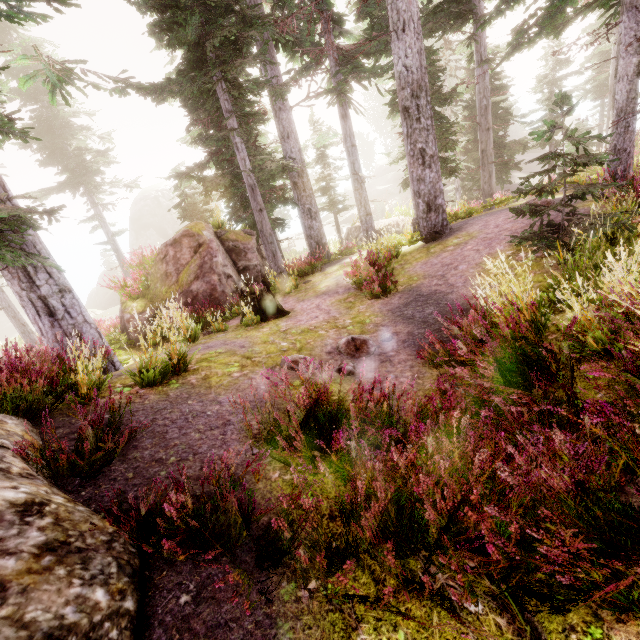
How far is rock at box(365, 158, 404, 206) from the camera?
48.8m

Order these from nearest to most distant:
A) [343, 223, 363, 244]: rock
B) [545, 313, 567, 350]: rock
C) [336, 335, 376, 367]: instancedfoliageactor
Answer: [545, 313, 567, 350]: rock
[336, 335, 376, 367]: instancedfoliageactor
[343, 223, 363, 244]: rock

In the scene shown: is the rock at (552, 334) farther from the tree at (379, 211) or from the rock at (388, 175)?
the rock at (388, 175)

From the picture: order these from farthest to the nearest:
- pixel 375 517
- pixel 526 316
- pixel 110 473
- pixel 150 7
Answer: pixel 150 7, pixel 526 316, pixel 110 473, pixel 375 517

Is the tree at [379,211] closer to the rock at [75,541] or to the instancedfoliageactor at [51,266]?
the instancedfoliageactor at [51,266]

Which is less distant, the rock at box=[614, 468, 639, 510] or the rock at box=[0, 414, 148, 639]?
the rock at box=[0, 414, 148, 639]

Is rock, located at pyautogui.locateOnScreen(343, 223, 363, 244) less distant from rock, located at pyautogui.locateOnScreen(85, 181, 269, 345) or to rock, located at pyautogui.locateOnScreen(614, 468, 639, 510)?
rock, located at pyautogui.locateOnScreen(85, 181, 269, 345)
